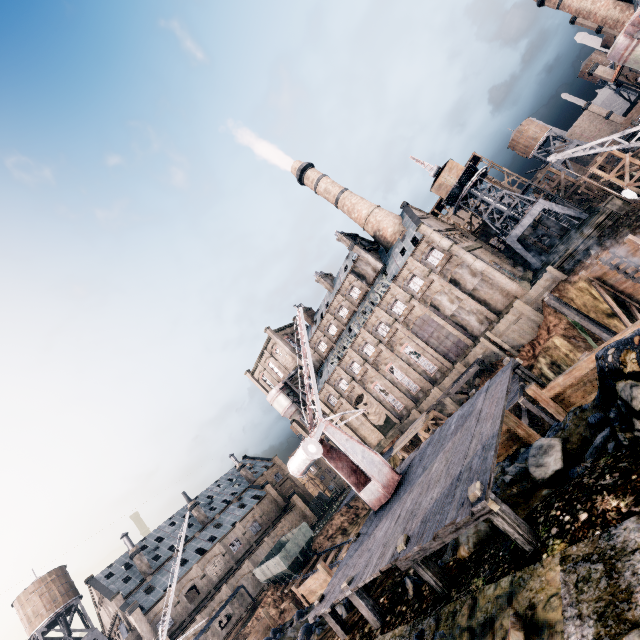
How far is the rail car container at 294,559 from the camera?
36.09m

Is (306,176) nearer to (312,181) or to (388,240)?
(312,181)

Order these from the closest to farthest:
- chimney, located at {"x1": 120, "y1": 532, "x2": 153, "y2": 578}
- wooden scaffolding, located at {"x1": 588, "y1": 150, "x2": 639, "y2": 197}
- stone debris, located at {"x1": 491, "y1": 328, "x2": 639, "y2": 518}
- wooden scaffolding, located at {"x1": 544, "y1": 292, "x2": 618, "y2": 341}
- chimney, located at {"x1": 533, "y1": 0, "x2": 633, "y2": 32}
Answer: stone debris, located at {"x1": 491, "y1": 328, "x2": 639, "y2": 518} → wooden scaffolding, located at {"x1": 544, "y1": 292, "x2": 618, "y2": 341} → wooden scaffolding, located at {"x1": 588, "y1": 150, "x2": 639, "y2": 197} → chimney, located at {"x1": 533, "y1": 0, "x2": 633, "y2": 32} → chimney, located at {"x1": 120, "y1": 532, "x2": 153, "y2": 578}

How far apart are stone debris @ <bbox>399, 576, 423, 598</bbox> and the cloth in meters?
45.0

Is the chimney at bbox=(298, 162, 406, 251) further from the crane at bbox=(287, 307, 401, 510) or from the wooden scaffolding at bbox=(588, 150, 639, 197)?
the crane at bbox=(287, 307, 401, 510)

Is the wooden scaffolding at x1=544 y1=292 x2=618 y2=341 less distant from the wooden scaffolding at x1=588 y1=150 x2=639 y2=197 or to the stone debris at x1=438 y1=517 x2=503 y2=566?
the wooden scaffolding at x1=588 y1=150 x2=639 y2=197

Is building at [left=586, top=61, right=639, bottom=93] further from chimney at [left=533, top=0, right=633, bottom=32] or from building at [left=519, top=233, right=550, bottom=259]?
building at [left=519, top=233, right=550, bottom=259]

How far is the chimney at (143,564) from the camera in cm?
5225
